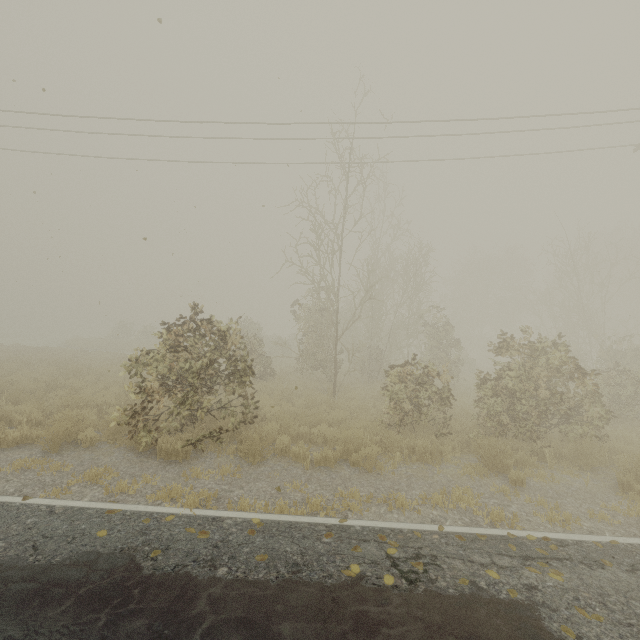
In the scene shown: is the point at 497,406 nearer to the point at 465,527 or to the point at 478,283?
the point at 465,527
